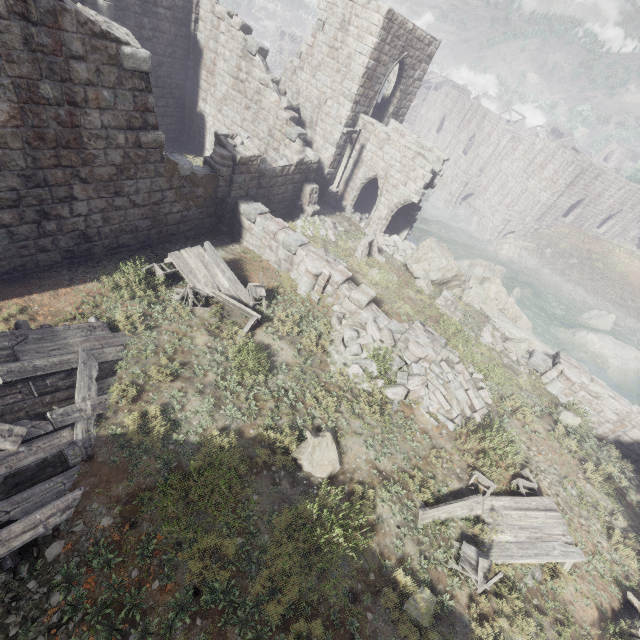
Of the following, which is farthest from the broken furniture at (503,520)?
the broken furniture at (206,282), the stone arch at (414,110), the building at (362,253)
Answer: the stone arch at (414,110)

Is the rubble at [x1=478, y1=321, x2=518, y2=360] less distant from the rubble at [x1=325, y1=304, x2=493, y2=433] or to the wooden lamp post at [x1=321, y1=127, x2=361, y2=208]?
the rubble at [x1=325, y1=304, x2=493, y2=433]

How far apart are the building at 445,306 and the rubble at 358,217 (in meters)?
8.58

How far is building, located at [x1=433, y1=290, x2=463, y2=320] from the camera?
14.7 meters

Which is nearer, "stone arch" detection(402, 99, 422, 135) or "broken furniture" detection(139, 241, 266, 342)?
"broken furniture" detection(139, 241, 266, 342)

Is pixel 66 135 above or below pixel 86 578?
above

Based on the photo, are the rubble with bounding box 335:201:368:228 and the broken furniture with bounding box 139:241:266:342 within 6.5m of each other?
no

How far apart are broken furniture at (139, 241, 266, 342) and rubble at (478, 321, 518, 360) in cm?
957
